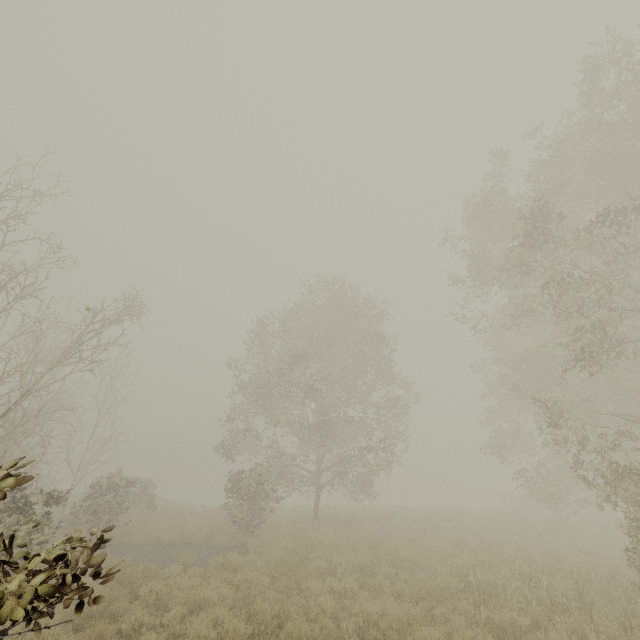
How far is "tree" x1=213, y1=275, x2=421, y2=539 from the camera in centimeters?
1662cm

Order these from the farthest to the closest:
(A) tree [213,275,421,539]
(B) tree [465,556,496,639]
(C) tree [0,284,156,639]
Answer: (A) tree [213,275,421,539]
(B) tree [465,556,496,639]
(C) tree [0,284,156,639]

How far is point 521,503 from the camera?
27.8 meters

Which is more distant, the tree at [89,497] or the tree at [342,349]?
the tree at [342,349]

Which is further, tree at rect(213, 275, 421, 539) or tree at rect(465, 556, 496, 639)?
tree at rect(213, 275, 421, 539)

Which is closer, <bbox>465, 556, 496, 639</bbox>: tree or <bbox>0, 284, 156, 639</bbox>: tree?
<bbox>0, 284, 156, 639</bbox>: tree

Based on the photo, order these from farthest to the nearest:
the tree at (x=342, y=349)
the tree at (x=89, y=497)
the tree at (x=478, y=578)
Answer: the tree at (x=342, y=349), the tree at (x=478, y=578), the tree at (x=89, y=497)
